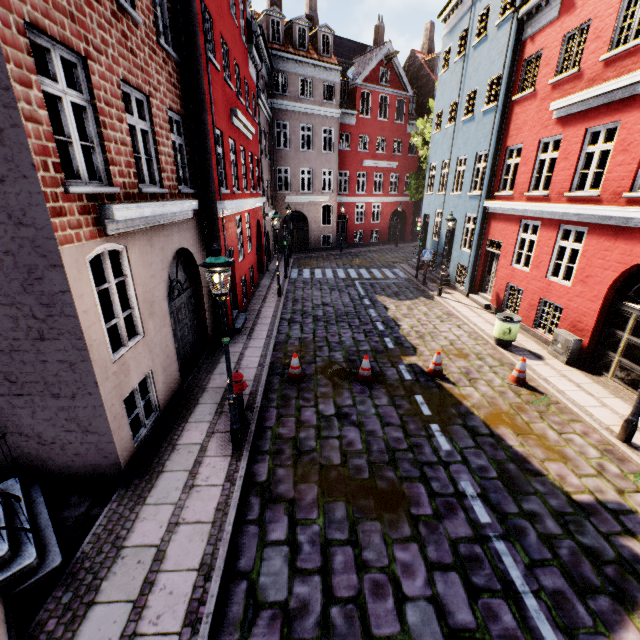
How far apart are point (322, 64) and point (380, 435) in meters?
26.5 m

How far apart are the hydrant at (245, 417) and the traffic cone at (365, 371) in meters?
3.0 m

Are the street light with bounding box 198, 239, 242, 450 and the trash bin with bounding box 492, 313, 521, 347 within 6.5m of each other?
no

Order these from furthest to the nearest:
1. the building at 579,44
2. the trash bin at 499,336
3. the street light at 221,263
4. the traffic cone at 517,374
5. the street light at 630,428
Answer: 1. the trash bin at 499,336
2. the traffic cone at 517,374
3. the street light at 630,428
4. the street light at 221,263
5. the building at 579,44

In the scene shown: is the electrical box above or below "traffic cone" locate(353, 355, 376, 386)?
above

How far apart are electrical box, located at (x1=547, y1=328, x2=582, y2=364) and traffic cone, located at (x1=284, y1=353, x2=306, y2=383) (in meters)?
7.66

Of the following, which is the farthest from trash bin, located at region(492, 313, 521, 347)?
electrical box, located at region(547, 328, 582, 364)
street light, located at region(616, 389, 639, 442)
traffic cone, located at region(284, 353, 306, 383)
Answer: traffic cone, located at region(284, 353, 306, 383)

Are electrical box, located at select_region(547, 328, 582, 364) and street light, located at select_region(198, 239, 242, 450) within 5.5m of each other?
no
